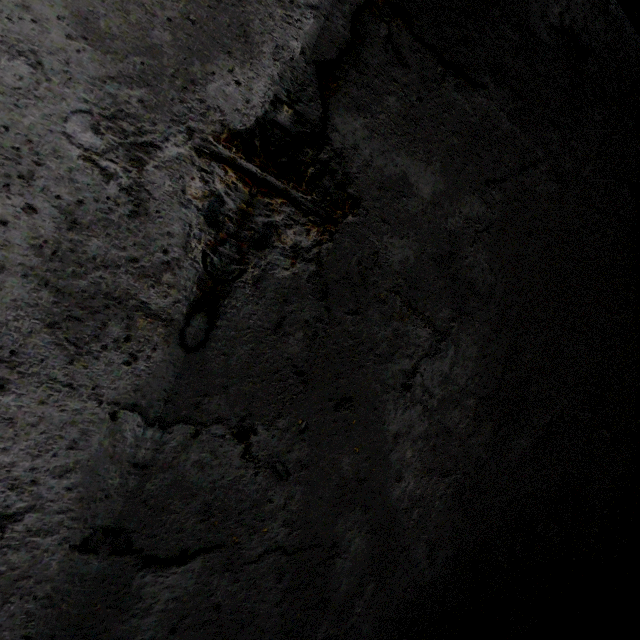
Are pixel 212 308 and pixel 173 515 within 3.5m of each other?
yes
